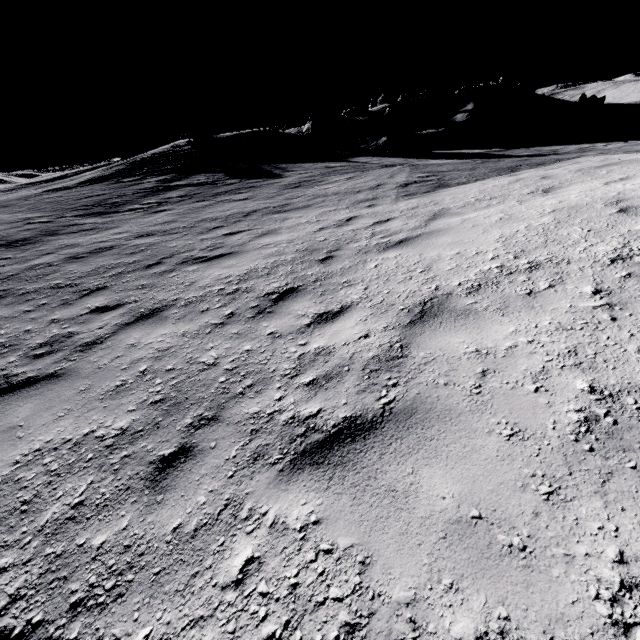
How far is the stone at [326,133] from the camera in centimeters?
2784cm

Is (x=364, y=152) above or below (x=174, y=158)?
below

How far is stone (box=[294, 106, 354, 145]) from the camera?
27.8m
